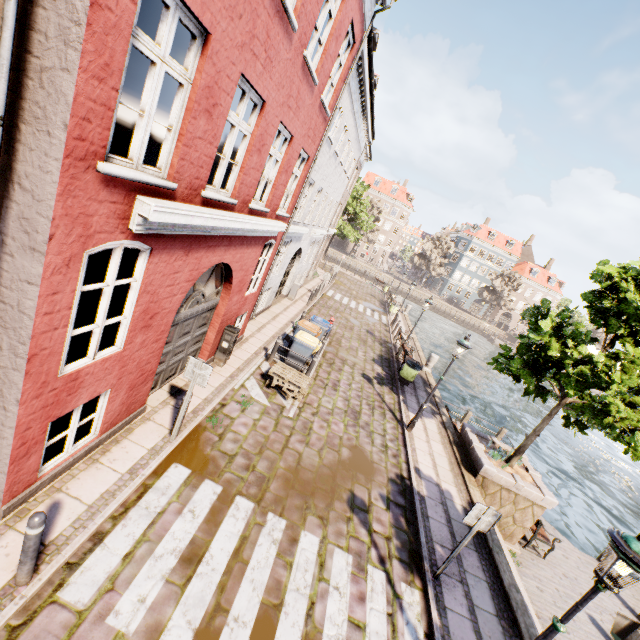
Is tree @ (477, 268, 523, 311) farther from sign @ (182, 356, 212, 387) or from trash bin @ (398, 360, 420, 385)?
sign @ (182, 356, 212, 387)

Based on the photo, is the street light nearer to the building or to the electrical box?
the building

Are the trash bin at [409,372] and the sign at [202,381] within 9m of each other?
no

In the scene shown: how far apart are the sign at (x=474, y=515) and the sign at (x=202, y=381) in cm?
537

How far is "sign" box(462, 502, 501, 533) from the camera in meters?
5.8

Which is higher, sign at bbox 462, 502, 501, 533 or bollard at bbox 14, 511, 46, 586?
sign at bbox 462, 502, 501, 533

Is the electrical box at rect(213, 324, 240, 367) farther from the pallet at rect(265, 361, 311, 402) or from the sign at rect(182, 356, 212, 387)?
the sign at rect(182, 356, 212, 387)

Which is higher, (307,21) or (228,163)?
(307,21)
